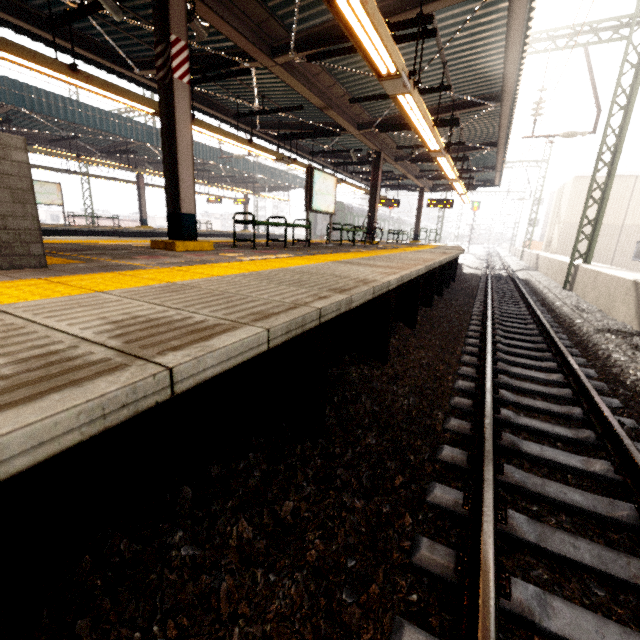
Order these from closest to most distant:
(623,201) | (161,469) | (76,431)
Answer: (76,431)
(161,469)
(623,201)

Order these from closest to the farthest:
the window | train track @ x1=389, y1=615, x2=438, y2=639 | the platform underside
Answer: the platform underside → train track @ x1=389, y1=615, x2=438, y2=639 → the window

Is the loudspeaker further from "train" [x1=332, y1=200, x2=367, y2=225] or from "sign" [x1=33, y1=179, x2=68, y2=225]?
"train" [x1=332, y1=200, x2=367, y2=225]

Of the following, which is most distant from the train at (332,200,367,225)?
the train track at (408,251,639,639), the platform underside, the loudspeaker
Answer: the loudspeaker

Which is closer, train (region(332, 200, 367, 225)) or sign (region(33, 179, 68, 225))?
sign (region(33, 179, 68, 225))

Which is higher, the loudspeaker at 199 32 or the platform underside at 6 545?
the loudspeaker at 199 32

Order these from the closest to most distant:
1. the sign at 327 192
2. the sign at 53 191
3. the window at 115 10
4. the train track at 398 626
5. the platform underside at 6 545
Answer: the platform underside at 6 545
the train track at 398 626
the window at 115 10
the sign at 327 192
the sign at 53 191

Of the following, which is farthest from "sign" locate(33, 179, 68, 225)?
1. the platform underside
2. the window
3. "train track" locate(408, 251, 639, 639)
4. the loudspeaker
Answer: "train track" locate(408, 251, 639, 639)
